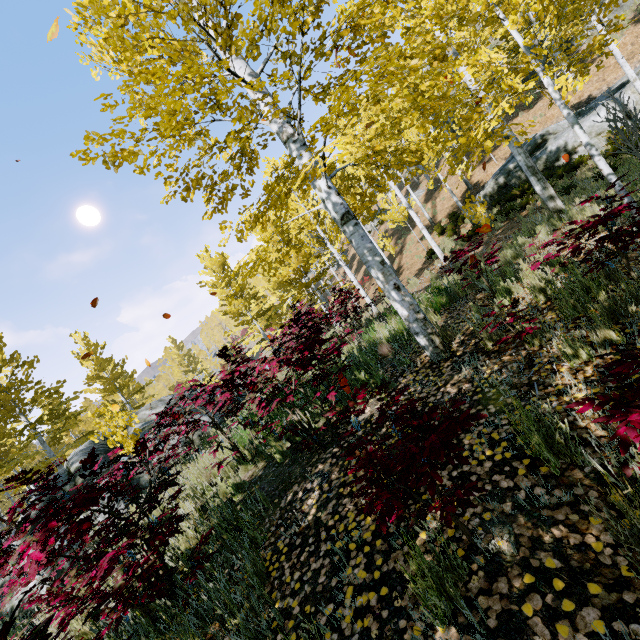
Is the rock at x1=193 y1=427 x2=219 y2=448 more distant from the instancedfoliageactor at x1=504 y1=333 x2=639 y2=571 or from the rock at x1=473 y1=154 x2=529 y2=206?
the rock at x1=473 y1=154 x2=529 y2=206

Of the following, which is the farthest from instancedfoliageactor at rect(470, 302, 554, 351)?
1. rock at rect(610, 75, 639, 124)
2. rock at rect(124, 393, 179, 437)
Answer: rock at rect(124, 393, 179, 437)

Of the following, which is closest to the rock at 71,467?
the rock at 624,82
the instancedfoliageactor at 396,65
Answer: the instancedfoliageactor at 396,65

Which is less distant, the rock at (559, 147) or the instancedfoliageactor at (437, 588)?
the instancedfoliageactor at (437, 588)

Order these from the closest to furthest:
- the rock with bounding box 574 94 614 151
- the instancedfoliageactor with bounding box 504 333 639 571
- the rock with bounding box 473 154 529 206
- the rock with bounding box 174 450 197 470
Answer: the instancedfoliageactor with bounding box 504 333 639 571 → the rock with bounding box 174 450 197 470 → the rock with bounding box 574 94 614 151 → the rock with bounding box 473 154 529 206

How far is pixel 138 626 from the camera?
2.68m
